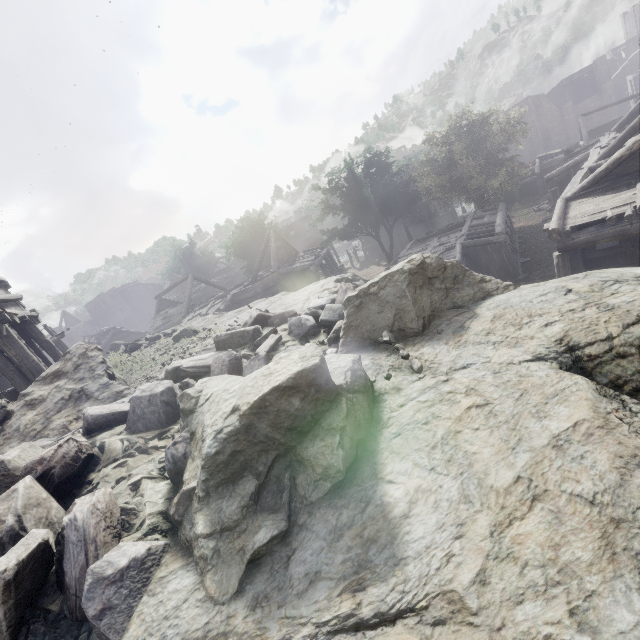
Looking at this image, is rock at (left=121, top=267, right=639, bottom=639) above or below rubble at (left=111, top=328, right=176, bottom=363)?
below

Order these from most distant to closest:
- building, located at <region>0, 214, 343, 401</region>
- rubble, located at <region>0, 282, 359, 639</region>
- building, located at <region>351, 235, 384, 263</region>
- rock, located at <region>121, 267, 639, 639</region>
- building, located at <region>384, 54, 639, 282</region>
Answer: building, located at <region>351, 235, 384, 263</region>, building, located at <region>384, 54, 639, 282</region>, building, located at <region>0, 214, 343, 401</region>, rubble, located at <region>0, 282, 359, 639</region>, rock, located at <region>121, 267, 639, 639</region>

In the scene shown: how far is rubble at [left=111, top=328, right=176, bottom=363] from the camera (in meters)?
12.67

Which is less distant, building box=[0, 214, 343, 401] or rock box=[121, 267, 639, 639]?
rock box=[121, 267, 639, 639]

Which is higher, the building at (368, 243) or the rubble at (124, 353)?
the rubble at (124, 353)

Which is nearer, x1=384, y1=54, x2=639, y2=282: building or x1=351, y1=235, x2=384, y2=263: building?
x1=384, y1=54, x2=639, y2=282: building

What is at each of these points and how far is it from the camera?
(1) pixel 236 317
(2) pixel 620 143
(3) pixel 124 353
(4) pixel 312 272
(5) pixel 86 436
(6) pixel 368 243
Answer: (1) rock, 8.7m
(2) building, 13.5m
(3) rubble, 13.9m
(4) building, 24.4m
(5) rubble, 3.4m
(6) building, 45.6m

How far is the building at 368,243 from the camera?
43.8 meters
